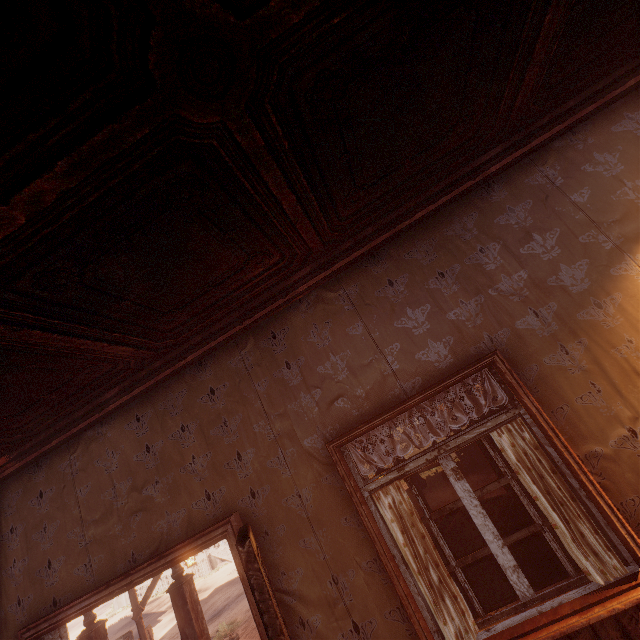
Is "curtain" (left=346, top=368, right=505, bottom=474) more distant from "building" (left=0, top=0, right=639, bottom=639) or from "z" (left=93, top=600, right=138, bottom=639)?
"z" (left=93, top=600, right=138, bottom=639)

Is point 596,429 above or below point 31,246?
below

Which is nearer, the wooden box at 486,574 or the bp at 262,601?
the bp at 262,601

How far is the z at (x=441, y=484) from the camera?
10.9m

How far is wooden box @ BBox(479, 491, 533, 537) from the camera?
2.6 meters

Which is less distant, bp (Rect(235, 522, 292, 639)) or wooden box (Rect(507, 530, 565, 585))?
bp (Rect(235, 522, 292, 639))

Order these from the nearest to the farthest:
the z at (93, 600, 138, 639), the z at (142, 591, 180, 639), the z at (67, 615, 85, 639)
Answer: the z at (142, 591, 180, 639) < the z at (93, 600, 138, 639) < the z at (67, 615, 85, 639)

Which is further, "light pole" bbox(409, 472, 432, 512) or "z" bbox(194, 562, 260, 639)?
"z" bbox(194, 562, 260, 639)
